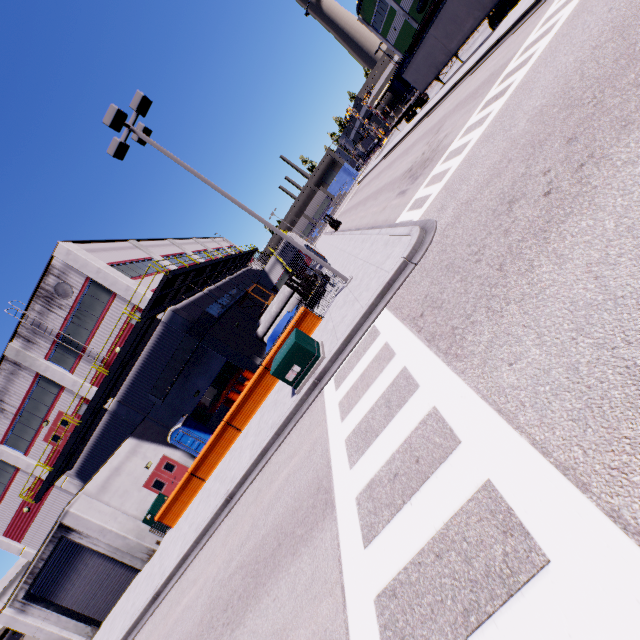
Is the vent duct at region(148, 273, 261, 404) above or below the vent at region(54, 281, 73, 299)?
below

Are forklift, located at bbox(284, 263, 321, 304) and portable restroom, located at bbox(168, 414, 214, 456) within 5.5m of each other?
no

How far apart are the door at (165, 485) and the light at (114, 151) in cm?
1689

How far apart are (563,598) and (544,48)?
13.38m

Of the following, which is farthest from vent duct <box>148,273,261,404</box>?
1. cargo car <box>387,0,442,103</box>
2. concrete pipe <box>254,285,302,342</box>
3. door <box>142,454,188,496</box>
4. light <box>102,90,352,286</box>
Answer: light <box>102,90,352,286</box>

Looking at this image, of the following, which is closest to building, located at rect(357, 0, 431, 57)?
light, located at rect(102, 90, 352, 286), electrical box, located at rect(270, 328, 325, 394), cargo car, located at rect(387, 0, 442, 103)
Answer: cargo car, located at rect(387, 0, 442, 103)

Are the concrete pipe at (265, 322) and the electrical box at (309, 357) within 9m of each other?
no

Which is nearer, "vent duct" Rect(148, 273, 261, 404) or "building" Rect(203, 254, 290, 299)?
"vent duct" Rect(148, 273, 261, 404)
